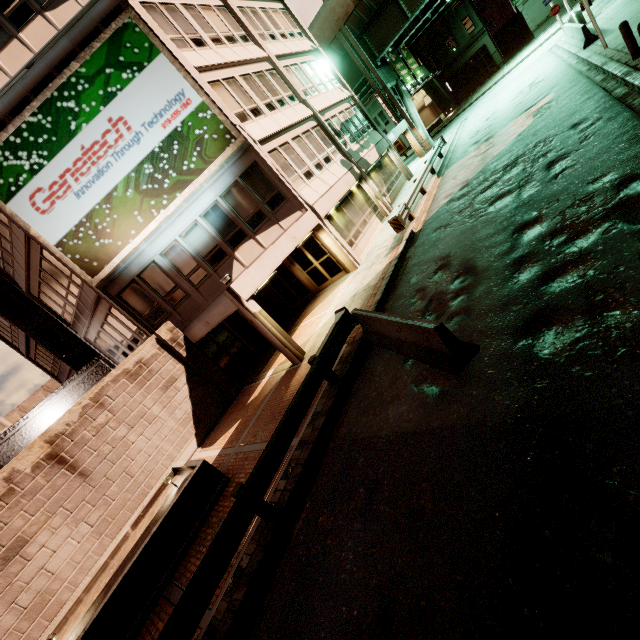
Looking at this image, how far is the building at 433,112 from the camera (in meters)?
54.65

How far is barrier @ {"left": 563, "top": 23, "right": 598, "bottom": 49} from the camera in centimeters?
1616cm

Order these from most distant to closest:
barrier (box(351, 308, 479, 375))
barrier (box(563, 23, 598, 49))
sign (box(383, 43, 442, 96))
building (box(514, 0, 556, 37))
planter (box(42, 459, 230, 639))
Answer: building (box(514, 0, 556, 37)) < sign (box(383, 43, 442, 96)) < barrier (box(563, 23, 598, 49)) < planter (box(42, 459, 230, 639)) < barrier (box(351, 308, 479, 375))

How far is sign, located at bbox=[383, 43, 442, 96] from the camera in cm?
3034

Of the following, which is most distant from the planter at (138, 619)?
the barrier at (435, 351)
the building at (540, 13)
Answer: the building at (540, 13)

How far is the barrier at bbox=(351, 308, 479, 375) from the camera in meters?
5.7

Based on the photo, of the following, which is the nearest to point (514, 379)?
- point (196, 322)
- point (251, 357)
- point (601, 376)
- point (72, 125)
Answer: point (601, 376)

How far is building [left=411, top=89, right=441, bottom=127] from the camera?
54.65m
